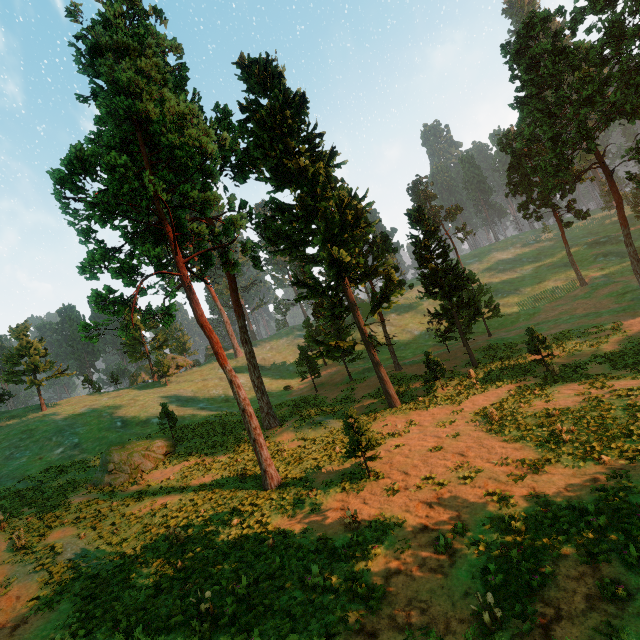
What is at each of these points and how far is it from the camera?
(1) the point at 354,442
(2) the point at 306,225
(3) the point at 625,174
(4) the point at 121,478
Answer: (1) treerock, 16.1 meters
(2) treerock, 26.1 meters
(3) treerock, 31.3 meters
(4) treerock, 23.7 meters

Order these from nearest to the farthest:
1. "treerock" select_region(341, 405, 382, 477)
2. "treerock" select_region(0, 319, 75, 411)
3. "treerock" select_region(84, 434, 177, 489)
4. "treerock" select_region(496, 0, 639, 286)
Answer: "treerock" select_region(341, 405, 382, 477)
"treerock" select_region(84, 434, 177, 489)
"treerock" select_region(496, 0, 639, 286)
"treerock" select_region(0, 319, 75, 411)

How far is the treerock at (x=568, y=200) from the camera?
43.47m

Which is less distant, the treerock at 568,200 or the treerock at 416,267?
the treerock at 416,267

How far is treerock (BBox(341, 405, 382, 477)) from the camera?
16.0 meters

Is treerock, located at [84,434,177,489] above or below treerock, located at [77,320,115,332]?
below
